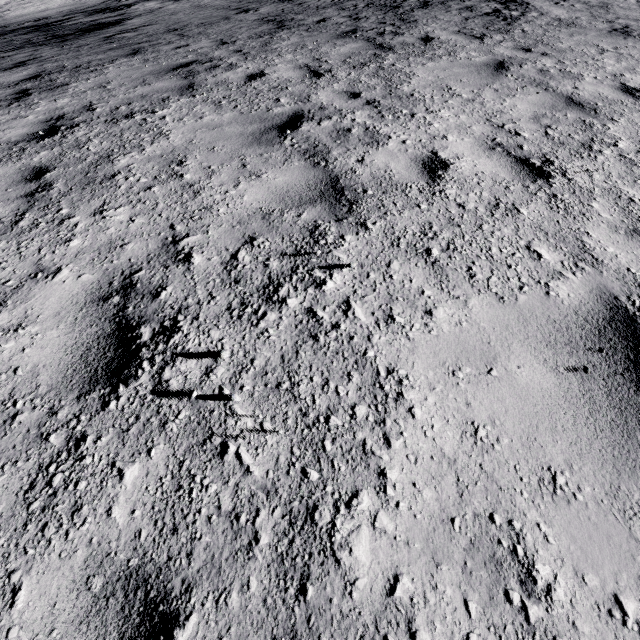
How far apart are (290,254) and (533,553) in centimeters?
217cm
